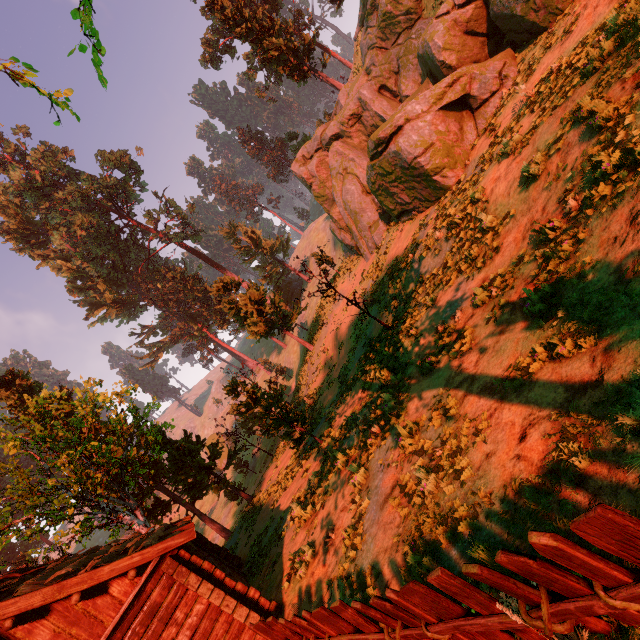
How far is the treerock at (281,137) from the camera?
44.7 meters

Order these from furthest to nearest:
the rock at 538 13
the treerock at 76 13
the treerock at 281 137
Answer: the treerock at 281 137
the rock at 538 13
the treerock at 76 13

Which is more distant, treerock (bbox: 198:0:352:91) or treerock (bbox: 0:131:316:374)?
treerock (bbox: 198:0:352:91)

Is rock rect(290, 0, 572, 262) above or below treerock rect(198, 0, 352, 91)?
below

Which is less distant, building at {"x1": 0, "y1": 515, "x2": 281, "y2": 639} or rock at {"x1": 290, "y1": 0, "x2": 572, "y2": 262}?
Answer: building at {"x1": 0, "y1": 515, "x2": 281, "y2": 639}

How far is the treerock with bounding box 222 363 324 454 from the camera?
14.91m

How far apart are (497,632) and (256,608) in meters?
7.9 m

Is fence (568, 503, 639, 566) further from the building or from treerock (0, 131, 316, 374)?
the building
